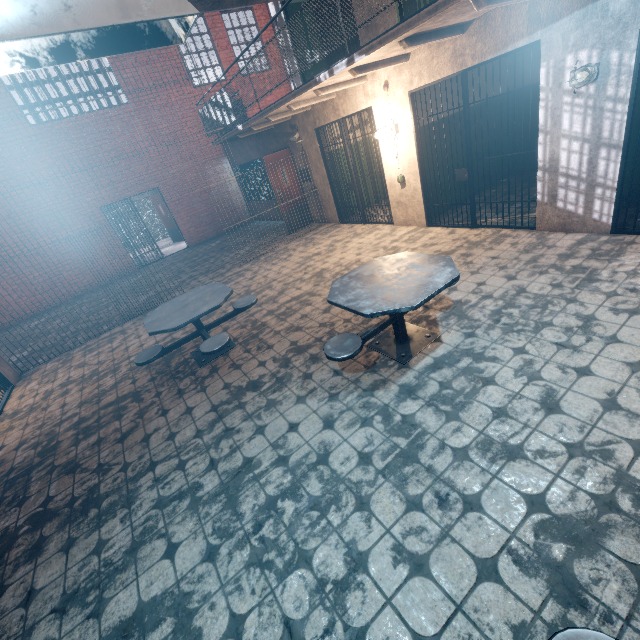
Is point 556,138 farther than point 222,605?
Yes

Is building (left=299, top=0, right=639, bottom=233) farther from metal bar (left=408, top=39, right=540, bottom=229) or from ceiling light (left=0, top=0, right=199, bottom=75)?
ceiling light (left=0, top=0, right=199, bottom=75)

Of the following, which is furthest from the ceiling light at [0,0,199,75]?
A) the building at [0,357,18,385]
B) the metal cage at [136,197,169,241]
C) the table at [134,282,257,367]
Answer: the metal cage at [136,197,169,241]

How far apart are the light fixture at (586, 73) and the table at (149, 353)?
4.6m

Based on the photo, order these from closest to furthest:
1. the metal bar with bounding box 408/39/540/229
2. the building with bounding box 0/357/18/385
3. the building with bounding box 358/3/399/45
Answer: the metal bar with bounding box 408/39/540/229
the building with bounding box 358/3/399/45
the building with bounding box 0/357/18/385

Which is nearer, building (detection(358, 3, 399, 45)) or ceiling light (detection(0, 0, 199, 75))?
ceiling light (detection(0, 0, 199, 75))

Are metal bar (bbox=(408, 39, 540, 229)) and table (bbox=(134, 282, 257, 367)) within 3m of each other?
no

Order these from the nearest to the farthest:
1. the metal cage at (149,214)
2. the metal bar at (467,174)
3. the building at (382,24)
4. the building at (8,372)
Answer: the metal bar at (467,174) < the building at (382,24) < the building at (8,372) < the metal cage at (149,214)
